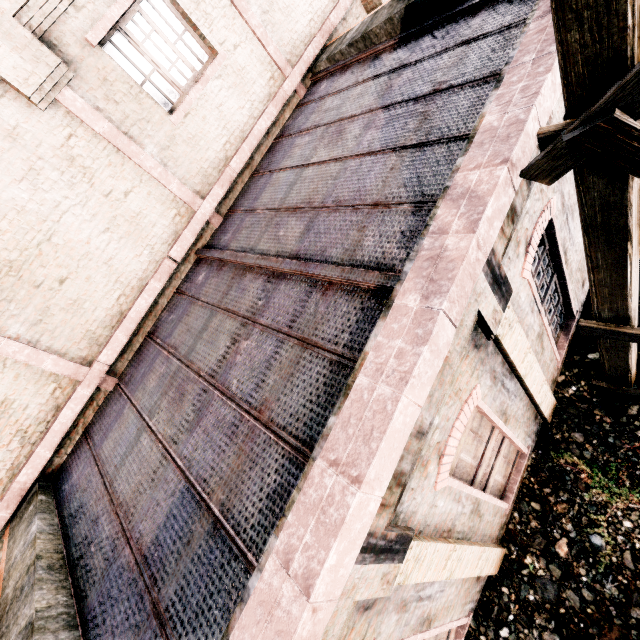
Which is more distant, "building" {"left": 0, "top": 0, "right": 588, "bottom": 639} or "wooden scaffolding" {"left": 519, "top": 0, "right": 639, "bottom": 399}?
"building" {"left": 0, "top": 0, "right": 588, "bottom": 639}

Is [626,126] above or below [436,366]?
above

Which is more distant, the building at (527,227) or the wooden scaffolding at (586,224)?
the building at (527,227)
